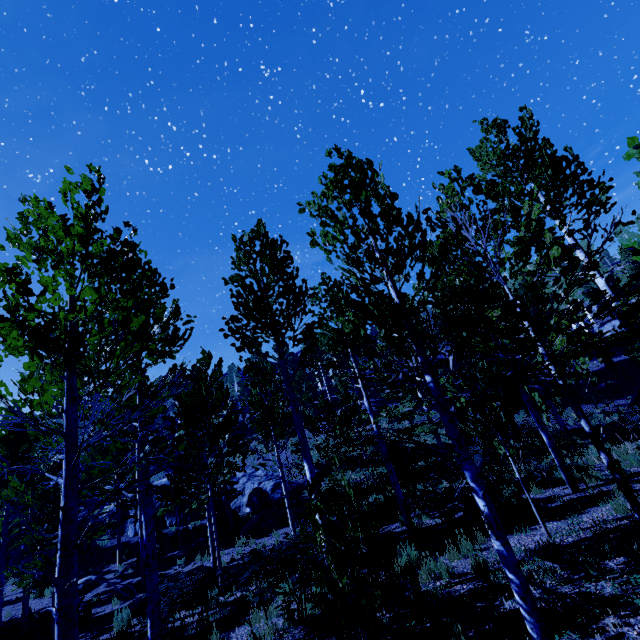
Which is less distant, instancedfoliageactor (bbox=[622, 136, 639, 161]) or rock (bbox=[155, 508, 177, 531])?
instancedfoliageactor (bbox=[622, 136, 639, 161])

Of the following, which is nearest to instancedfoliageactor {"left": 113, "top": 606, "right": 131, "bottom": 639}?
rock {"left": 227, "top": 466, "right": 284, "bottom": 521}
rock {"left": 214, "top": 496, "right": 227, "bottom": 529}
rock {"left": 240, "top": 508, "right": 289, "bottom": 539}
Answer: rock {"left": 227, "top": 466, "right": 284, "bottom": 521}

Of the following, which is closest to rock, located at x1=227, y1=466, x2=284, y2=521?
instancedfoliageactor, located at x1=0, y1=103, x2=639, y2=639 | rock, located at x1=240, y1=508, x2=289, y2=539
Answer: instancedfoliageactor, located at x1=0, y1=103, x2=639, y2=639

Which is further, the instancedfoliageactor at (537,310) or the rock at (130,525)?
the rock at (130,525)

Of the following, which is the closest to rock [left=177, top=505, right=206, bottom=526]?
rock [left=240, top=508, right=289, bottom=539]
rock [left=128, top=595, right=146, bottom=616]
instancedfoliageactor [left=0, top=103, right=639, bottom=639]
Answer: instancedfoliageactor [left=0, top=103, right=639, bottom=639]

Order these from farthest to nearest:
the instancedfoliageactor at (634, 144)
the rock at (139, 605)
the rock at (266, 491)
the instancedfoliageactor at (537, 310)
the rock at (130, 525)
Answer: the rock at (130, 525) < the rock at (266, 491) < the rock at (139, 605) < the instancedfoliageactor at (537, 310) < the instancedfoliageactor at (634, 144)

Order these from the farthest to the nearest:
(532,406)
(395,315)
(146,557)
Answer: (395,315)
(532,406)
(146,557)

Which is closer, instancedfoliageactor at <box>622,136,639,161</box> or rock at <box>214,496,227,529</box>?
instancedfoliageactor at <box>622,136,639,161</box>
